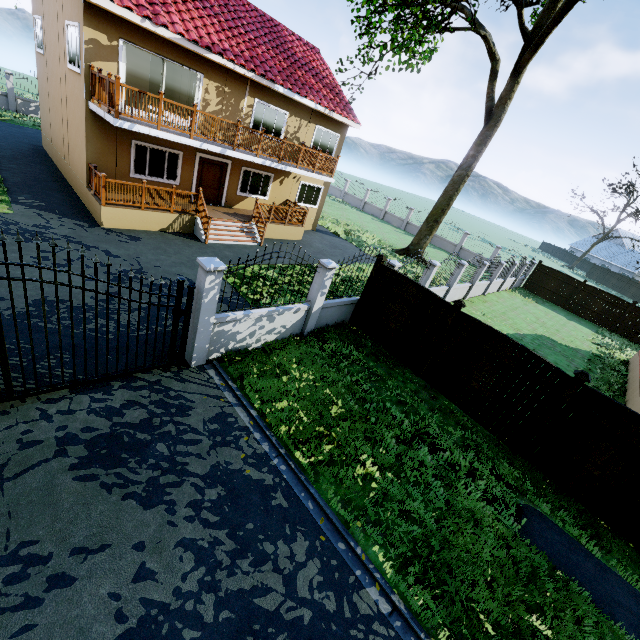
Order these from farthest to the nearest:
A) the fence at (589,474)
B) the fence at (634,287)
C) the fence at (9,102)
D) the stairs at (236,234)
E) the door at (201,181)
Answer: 1. the fence at (634,287)
2. the fence at (9,102)
3. the door at (201,181)
4. the stairs at (236,234)
5. the fence at (589,474)

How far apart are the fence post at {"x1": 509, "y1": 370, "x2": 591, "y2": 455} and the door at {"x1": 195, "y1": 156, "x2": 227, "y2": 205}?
15.8m

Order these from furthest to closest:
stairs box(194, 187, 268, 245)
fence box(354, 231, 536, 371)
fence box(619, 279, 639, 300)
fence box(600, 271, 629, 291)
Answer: fence box(600, 271, 629, 291), fence box(619, 279, 639, 300), stairs box(194, 187, 268, 245), fence box(354, 231, 536, 371)

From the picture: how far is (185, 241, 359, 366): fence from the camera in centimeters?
648cm

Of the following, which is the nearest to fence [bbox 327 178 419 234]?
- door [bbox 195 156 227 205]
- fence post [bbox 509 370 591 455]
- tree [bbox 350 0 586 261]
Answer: fence post [bbox 509 370 591 455]

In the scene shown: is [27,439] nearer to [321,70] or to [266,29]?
[266,29]

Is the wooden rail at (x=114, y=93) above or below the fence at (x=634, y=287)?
above

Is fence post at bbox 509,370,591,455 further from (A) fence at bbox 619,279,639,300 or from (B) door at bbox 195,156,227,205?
(B) door at bbox 195,156,227,205
